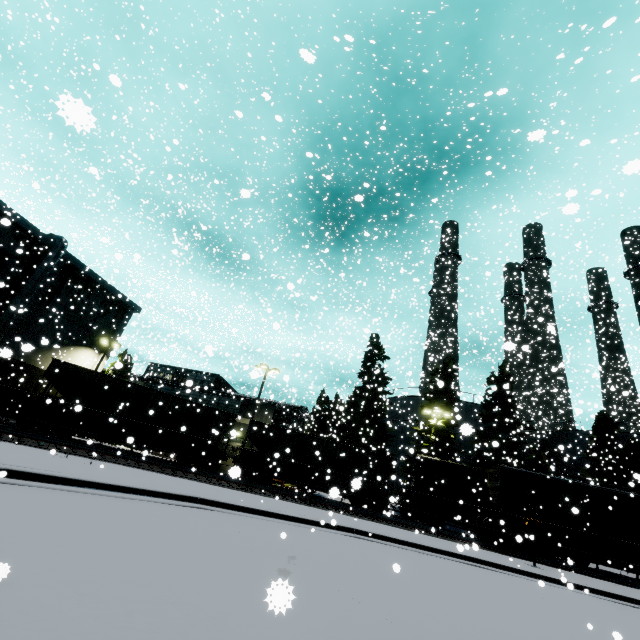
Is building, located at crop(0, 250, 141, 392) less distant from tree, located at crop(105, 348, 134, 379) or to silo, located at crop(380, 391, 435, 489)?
tree, located at crop(105, 348, 134, 379)

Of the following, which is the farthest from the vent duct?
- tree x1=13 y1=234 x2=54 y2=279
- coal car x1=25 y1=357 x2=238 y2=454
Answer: coal car x1=25 y1=357 x2=238 y2=454

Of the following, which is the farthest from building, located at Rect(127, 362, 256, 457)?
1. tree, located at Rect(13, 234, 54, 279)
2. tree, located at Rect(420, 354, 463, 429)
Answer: tree, located at Rect(420, 354, 463, 429)

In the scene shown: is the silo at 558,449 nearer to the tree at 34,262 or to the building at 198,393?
the tree at 34,262

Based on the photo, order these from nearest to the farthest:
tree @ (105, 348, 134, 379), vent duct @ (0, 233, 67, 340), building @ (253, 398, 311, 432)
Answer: tree @ (105, 348, 134, 379)
vent duct @ (0, 233, 67, 340)
building @ (253, 398, 311, 432)

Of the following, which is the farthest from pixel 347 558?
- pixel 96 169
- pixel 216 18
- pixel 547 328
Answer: → pixel 216 18

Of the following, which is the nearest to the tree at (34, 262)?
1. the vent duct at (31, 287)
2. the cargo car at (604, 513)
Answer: the vent duct at (31, 287)

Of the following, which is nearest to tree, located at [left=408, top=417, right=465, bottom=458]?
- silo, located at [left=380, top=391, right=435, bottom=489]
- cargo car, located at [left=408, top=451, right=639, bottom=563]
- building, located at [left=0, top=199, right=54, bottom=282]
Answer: silo, located at [left=380, top=391, right=435, bottom=489]
